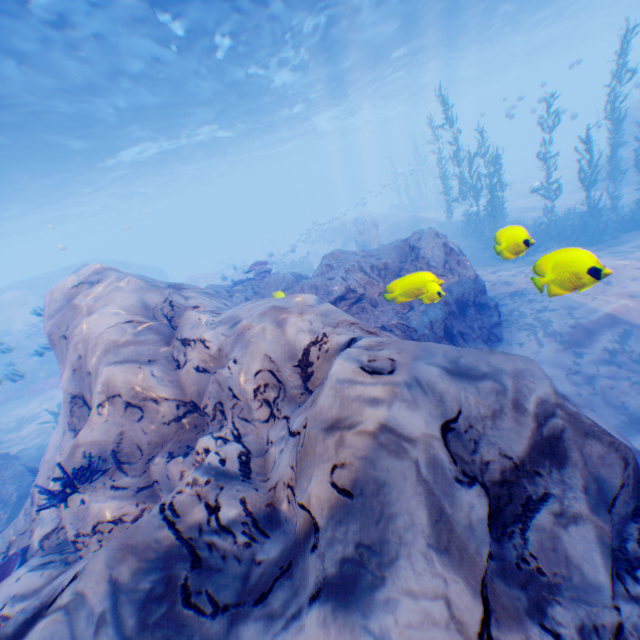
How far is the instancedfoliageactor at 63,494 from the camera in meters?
3.8 m

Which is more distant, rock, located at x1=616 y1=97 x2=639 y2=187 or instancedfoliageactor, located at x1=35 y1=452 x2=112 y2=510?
rock, located at x1=616 y1=97 x2=639 y2=187

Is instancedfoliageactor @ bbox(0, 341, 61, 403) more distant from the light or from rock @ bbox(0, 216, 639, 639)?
the light

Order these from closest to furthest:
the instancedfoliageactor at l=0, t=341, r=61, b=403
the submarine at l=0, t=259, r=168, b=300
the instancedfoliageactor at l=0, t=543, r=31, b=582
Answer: the instancedfoliageactor at l=0, t=543, r=31, b=582
the instancedfoliageactor at l=0, t=341, r=61, b=403
the submarine at l=0, t=259, r=168, b=300

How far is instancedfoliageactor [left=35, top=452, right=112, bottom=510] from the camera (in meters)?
3.85

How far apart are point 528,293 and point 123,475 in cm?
1084

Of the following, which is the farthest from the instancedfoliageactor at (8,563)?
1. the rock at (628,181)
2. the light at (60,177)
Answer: the light at (60,177)

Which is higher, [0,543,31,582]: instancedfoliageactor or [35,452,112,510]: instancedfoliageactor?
[35,452,112,510]: instancedfoliageactor
